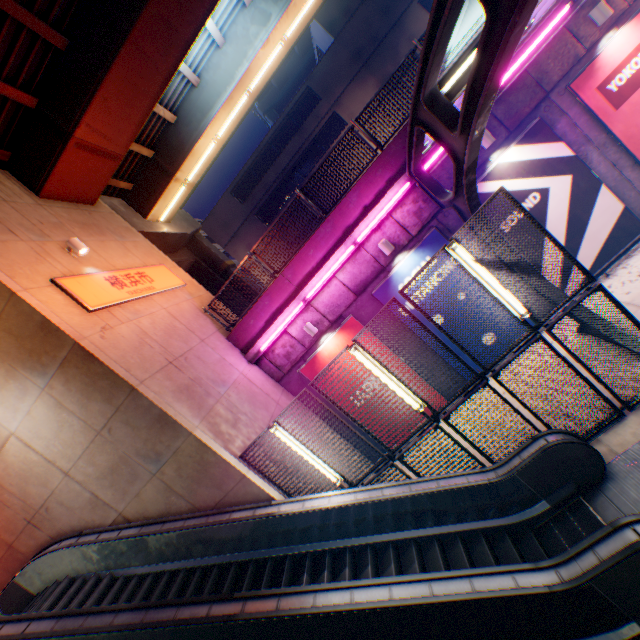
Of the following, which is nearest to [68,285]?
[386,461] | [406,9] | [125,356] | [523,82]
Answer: [125,356]

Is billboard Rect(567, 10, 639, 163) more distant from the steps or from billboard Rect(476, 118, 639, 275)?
the steps

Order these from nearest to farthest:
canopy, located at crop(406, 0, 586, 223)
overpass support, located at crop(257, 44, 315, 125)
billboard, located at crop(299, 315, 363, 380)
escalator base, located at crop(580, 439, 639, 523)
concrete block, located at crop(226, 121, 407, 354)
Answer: canopy, located at crop(406, 0, 586, 223), escalator base, located at crop(580, 439, 639, 523), concrete block, located at crop(226, 121, 407, 354), billboard, located at crop(299, 315, 363, 380), overpass support, located at crop(257, 44, 315, 125)

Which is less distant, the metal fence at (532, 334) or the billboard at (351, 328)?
the metal fence at (532, 334)

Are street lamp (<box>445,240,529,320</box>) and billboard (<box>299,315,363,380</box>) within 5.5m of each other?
yes

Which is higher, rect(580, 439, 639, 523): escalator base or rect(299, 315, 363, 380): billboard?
rect(299, 315, 363, 380): billboard

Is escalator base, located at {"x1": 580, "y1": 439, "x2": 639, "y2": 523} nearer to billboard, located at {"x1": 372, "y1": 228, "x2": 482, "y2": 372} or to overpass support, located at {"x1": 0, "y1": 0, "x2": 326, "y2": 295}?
billboard, located at {"x1": 372, "y1": 228, "x2": 482, "y2": 372}

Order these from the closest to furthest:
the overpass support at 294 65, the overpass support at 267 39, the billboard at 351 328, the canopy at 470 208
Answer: the canopy at 470 208
the overpass support at 267 39
the billboard at 351 328
the overpass support at 294 65
